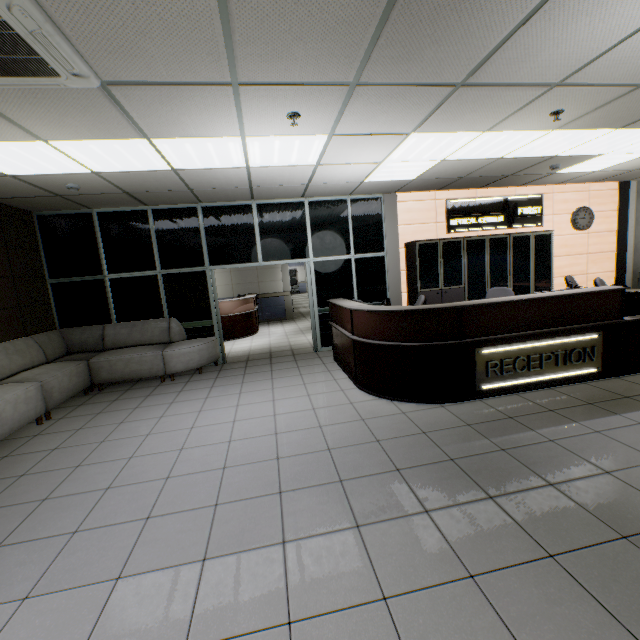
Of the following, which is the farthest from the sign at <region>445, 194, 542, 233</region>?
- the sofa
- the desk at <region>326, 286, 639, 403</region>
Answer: the sofa

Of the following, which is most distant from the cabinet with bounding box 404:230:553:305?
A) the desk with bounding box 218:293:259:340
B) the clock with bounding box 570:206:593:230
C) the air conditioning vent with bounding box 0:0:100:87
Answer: the air conditioning vent with bounding box 0:0:100:87

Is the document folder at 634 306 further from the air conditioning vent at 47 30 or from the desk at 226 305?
the desk at 226 305

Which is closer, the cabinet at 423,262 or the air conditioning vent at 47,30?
the air conditioning vent at 47,30

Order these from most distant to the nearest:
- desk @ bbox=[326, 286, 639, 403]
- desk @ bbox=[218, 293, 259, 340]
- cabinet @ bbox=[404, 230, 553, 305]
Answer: desk @ bbox=[218, 293, 259, 340]
cabinet @ bbox=[404, 230, 553, 305]
desk @ bbox=[326, 286, 639, 403]

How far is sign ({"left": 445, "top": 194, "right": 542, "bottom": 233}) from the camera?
7.2m

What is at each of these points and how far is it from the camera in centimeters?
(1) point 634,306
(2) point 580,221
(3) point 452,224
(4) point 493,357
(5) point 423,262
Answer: (1) document folder, 431cm
(2) clock, 776cm
(3) sign, 721cm
(4) sign, 392cm
(5) cabinet, 671cm

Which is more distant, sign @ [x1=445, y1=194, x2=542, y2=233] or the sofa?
sign @ [x1=445, y1=194, x2=542, y2=233]
